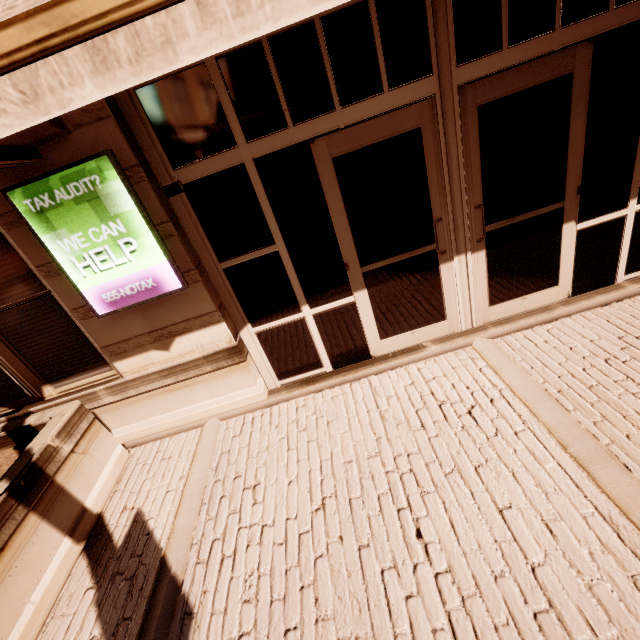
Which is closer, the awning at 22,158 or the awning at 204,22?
the awning at 204,22

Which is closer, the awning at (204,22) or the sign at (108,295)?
the awning at (204,22)

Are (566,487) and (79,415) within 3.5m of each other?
no

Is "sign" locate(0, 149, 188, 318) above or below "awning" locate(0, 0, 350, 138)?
below

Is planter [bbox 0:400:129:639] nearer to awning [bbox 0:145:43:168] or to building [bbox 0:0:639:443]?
building [bbox 0:0:639:443]

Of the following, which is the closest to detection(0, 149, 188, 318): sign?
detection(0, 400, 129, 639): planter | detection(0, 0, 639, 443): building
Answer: detection(0, 0, 639, 443): building

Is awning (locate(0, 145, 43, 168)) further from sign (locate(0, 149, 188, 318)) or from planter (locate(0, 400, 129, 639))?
planter (locate(0, 400, 129, 639))
